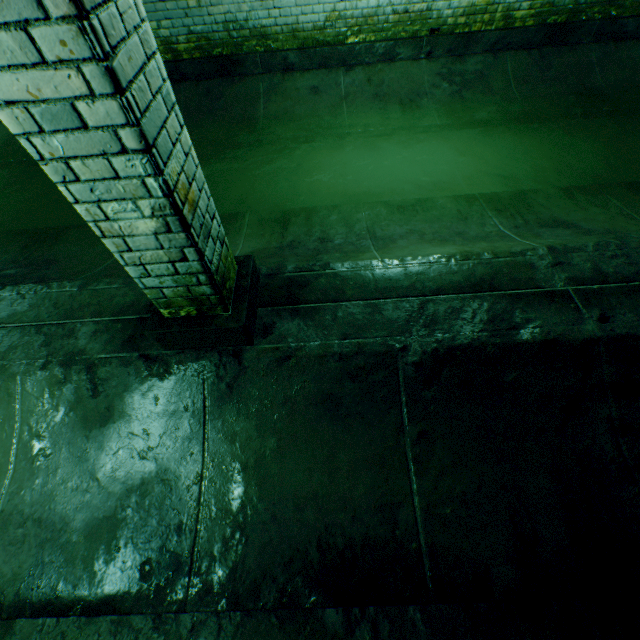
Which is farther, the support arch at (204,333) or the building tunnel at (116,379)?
the building tunnel at (116,379)

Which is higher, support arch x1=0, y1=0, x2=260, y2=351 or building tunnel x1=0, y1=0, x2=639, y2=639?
support arch x1=0, y1=0, x2=260, y2=351

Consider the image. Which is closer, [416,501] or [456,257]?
[416,501]

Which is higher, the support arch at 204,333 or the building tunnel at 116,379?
the support arch at 204,333

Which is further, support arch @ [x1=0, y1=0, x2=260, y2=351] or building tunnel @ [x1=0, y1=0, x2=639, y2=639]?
building tunnel @ [x1=0, y1=0, x2=639, y2=639]
